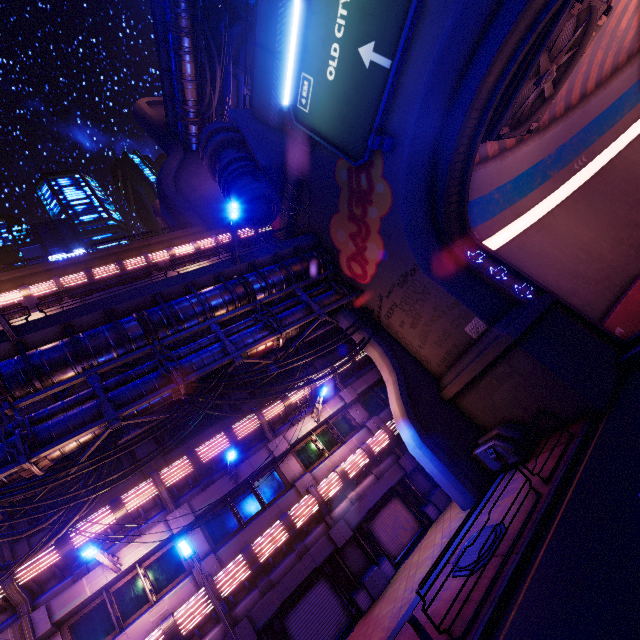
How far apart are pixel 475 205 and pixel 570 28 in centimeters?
820cm

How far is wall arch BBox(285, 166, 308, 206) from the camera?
18.9m

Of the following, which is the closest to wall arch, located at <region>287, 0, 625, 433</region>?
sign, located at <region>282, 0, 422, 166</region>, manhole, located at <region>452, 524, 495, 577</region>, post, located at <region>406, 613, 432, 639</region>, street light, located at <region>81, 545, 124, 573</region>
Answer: sign, located at <region>282, 0, 422, 166</region>

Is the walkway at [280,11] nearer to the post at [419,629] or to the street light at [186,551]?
the street light at [186,551]

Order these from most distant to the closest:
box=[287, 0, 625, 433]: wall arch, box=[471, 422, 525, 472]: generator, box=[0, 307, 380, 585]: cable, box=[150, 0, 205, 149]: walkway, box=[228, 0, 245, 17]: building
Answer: box=[228, 0, 245, 17]: building < box=[150, 0, 205, 149]: walkway < box=[471, 422, 525, 472]: generator < box=[287, 0, 625, 433]: wall arch < box=[0, 307, 380, 585]: cable

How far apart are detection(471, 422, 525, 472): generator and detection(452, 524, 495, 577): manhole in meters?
3.1 m

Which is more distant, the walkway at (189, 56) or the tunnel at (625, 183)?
the walkway at (189, 56)

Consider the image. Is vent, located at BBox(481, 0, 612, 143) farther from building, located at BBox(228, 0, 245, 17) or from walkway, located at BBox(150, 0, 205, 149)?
walkway, located at BBox(150, 0, 205, 149)
